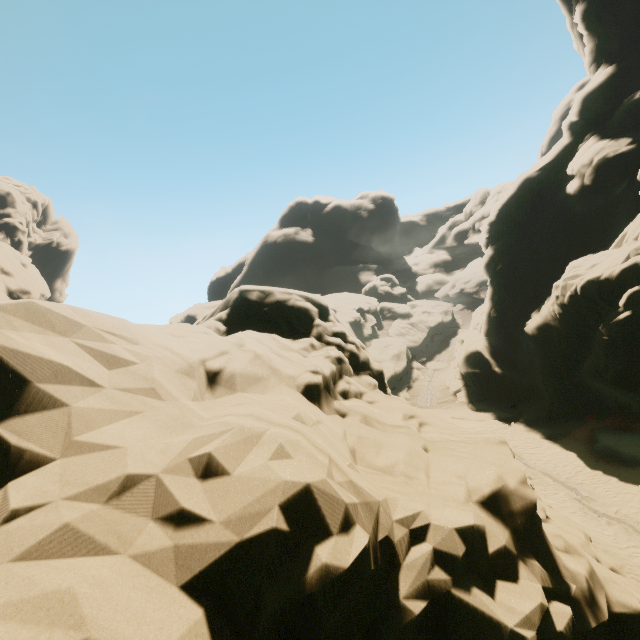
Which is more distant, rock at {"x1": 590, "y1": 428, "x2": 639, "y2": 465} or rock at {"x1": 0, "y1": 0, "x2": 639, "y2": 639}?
rock at {"x1": 590, "y1": 428, "x2": 639, "y2": 465}

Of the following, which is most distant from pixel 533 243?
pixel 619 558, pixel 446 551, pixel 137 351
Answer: pixel 137 351

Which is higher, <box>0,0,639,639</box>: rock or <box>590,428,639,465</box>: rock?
<box>0,0,639,639</box>: rock

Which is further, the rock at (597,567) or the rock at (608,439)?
the rock at (608,439)

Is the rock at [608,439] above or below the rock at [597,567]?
below
